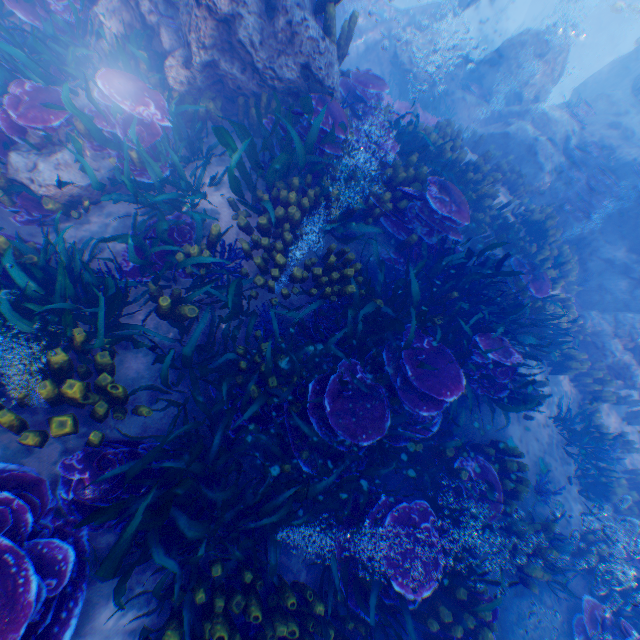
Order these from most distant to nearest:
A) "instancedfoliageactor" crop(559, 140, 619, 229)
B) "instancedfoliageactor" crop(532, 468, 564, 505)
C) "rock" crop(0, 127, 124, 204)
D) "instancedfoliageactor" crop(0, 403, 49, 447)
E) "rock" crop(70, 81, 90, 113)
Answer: "instancedfoliageactor" crop(559, 140, 619, 229)
"instancedfoliageactor" crop(532, 468, 564, 505)
"rock" crop(70, 81, 90, 113)
"rock" crop(0, 127, 124, 204)
"instancedfoliageactor" crop(0, 403, 49, 447)

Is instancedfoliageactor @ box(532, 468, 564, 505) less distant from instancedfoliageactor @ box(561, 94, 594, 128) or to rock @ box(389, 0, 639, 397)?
rock @ box(389, 0, 639, 397)

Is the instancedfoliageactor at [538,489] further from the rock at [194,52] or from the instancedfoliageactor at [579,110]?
the instancedfoliageactor at [579,110]

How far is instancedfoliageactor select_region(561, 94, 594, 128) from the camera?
12.4 meters

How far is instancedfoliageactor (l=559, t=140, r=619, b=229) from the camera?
10.0m

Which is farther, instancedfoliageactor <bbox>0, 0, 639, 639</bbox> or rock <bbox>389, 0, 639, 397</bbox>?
rock <bbox>389, 0, 639, 397</bbox>

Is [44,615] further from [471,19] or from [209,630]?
[471,19]

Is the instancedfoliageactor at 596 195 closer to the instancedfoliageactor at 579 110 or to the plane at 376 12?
the plane at 376 12
